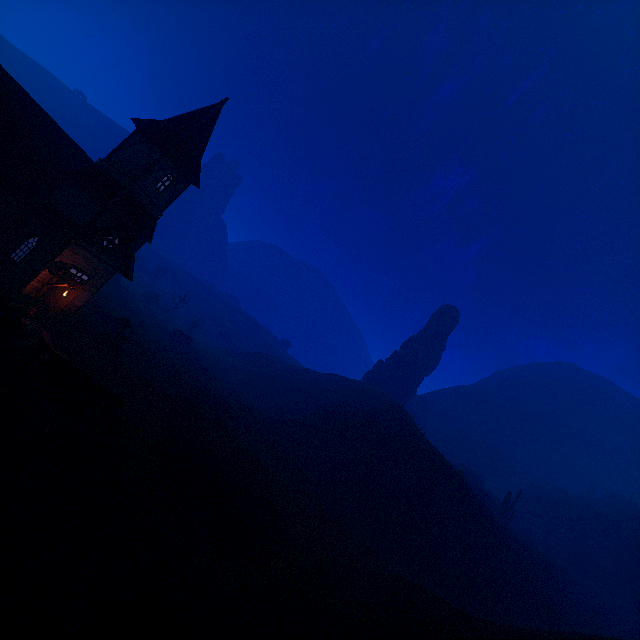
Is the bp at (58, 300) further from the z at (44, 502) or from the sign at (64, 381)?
the sign at (64, 381)

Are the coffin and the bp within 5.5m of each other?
yes

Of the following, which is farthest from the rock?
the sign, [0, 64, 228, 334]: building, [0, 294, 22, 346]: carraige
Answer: [0, 294, 22, 346]: carraige

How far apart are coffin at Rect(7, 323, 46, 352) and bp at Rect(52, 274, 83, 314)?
3.9 meters

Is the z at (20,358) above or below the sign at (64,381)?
below

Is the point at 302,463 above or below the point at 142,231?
below

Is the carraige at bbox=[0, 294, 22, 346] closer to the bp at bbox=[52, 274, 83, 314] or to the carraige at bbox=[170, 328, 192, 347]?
the bp at bbox=[52, 274, 83, 314]

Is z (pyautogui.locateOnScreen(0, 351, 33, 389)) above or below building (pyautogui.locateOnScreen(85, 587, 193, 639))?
below
